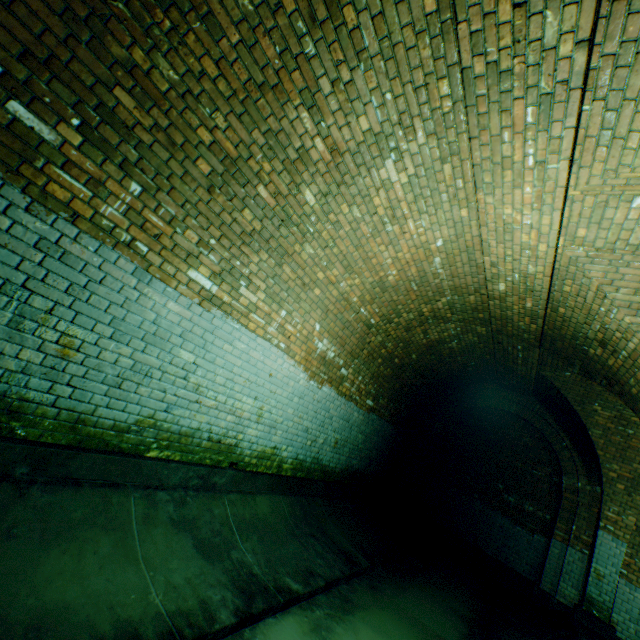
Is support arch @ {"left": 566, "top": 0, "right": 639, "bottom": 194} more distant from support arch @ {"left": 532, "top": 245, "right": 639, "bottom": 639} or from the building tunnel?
support arch @ {"left": 532, "top": 245, "right": 639, "bottom": 639}

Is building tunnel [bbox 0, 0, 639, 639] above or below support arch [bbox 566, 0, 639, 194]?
below

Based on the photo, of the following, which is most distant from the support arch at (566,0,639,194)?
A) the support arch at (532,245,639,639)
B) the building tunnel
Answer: the support arch at (532,245,639,639)

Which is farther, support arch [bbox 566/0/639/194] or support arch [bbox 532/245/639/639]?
support arch [bbox 532/245/639/639]

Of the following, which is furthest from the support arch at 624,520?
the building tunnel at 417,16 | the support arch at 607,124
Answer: the support arch at 607,124

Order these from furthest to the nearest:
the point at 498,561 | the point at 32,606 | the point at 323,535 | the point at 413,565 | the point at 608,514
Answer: the point at 498,561 → the point at 608,514 → the point at 413,565 → the point at 323,535 → the point at 32,606
